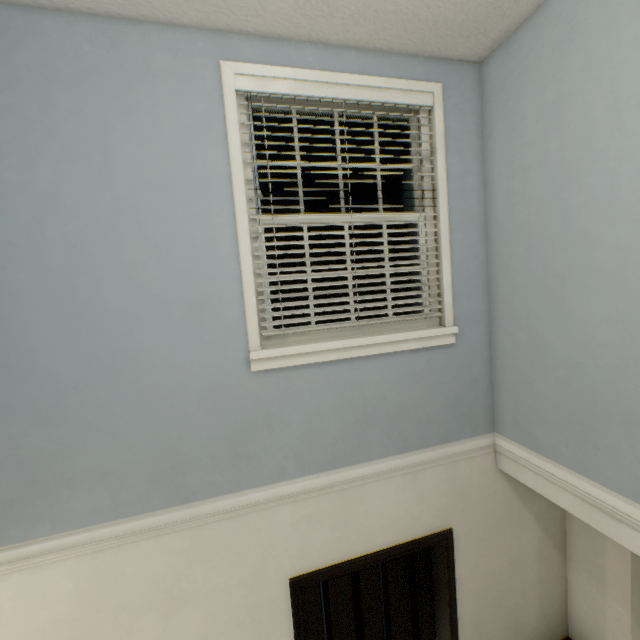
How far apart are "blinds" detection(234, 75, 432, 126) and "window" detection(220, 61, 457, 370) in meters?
0.0

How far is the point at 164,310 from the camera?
1.63m

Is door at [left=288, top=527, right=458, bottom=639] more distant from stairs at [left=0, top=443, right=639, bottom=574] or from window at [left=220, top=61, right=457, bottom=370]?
window at [left=220, top=61, right=457, bottom=370]

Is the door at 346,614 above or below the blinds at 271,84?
below

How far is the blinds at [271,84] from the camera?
1.7 meters

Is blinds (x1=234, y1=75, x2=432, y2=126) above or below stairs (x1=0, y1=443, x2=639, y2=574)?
above

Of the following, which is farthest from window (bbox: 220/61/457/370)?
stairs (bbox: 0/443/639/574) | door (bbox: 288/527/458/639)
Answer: door (bbox: 288/527/458/639)
